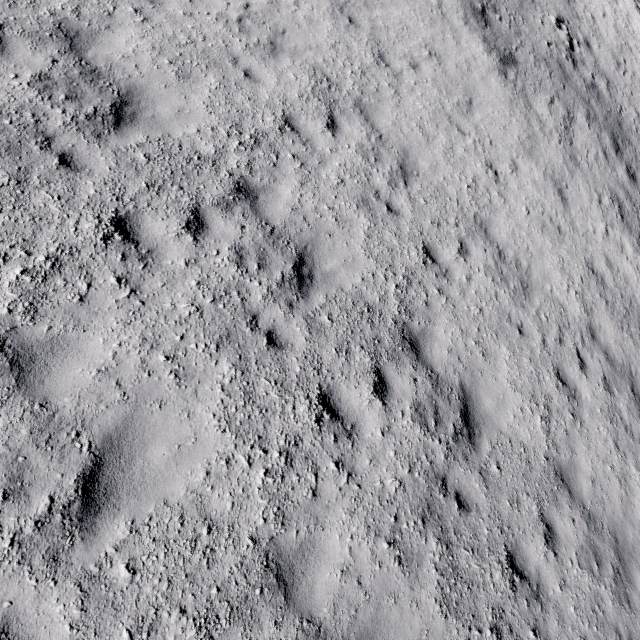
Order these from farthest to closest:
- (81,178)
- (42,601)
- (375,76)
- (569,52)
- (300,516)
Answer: (569,52) < (375,76) < (81,178) < (300,516) < (42,601)
